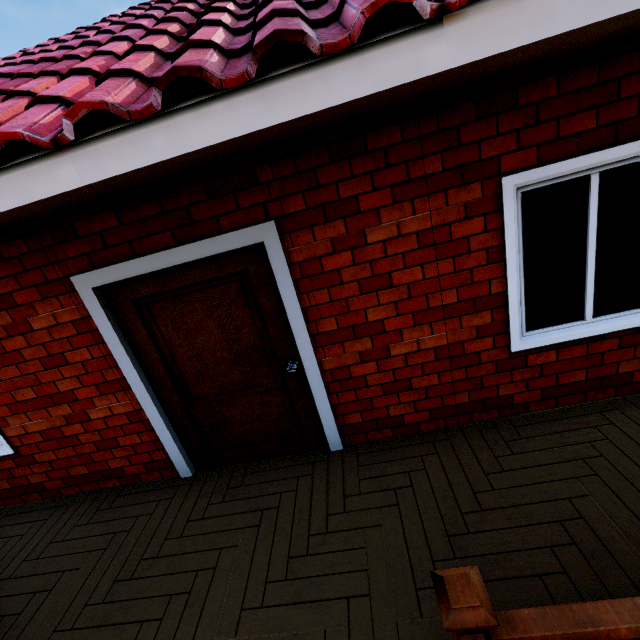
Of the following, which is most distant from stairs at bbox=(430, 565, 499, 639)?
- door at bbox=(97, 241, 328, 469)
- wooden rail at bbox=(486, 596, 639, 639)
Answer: door at bbox=(97, 241, 328, 469)

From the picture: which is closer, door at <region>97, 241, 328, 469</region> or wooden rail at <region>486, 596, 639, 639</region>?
wooden rail at <region>486, 596, 639, 639</region>

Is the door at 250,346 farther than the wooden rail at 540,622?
Yes

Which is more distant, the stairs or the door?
the door

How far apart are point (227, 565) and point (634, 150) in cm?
409

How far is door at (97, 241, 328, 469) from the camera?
2.66m

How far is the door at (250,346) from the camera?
2.7 meters
